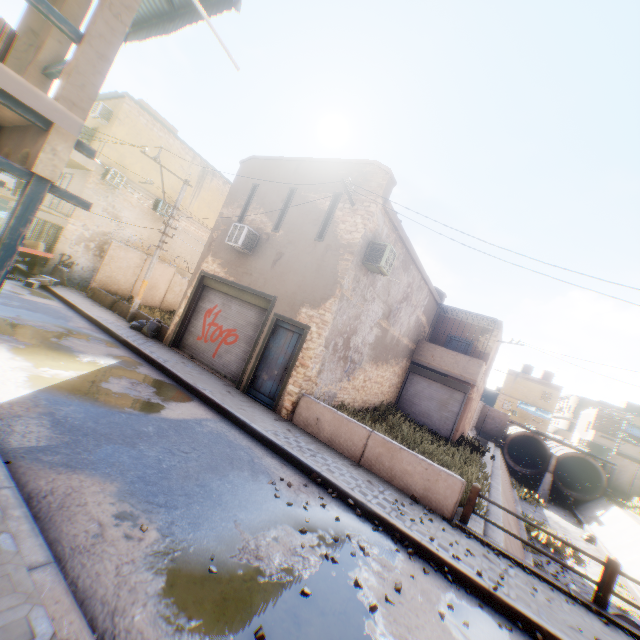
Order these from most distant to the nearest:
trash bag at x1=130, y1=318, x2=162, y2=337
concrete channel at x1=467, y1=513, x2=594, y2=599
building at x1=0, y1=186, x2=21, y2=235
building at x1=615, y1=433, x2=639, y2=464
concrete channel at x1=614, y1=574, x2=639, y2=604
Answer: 1. building at x1=615, y1=433, x2=639, y2=464
2. building at x1=0, y1=186, x2=21, y2=235
3. concrete channel at x1=614, y1=574, x2=639, y2=604
4. trash bag at x1=130, y1=318, x2=162, y2=337
5. concrete channel at x1=467, y1=513, x2=594, y2=599

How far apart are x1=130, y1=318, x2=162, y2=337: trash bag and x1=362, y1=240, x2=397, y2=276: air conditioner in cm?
223

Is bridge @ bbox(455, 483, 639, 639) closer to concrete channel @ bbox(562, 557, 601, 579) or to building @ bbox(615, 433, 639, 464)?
concrete channel @ bbox(562, 557, 601, 579)

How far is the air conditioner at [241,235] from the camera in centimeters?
1146cm

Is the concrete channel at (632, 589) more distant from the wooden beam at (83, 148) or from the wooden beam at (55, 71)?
the wooden beam at (55, 71)

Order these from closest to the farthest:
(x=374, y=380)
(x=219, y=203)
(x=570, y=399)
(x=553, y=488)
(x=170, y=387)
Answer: (x=170, y=387)
(x=374, y=380)
(x=219, y=203)
(x=553, y=488)
(x=570, y=399)

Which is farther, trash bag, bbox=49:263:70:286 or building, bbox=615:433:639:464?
building, bbox=615:433:639:464

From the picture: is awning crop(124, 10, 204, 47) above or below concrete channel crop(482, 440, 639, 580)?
above
